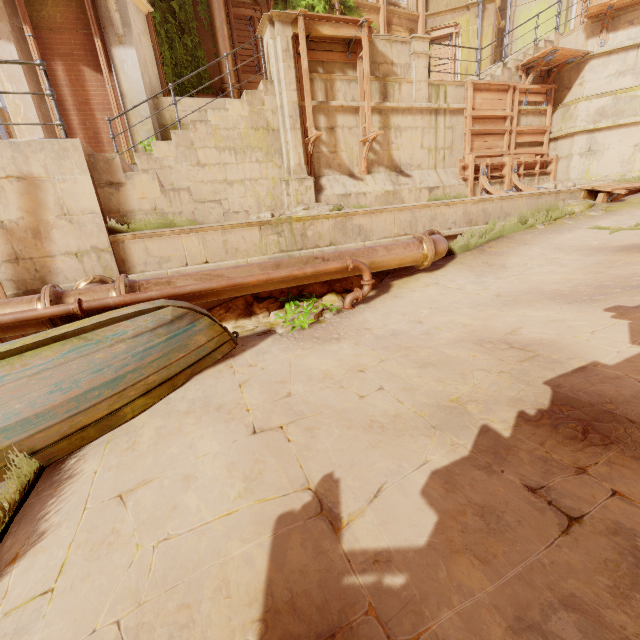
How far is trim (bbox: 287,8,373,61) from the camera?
7.8m

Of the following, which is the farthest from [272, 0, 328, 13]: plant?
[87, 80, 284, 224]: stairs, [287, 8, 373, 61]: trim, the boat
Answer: the boat

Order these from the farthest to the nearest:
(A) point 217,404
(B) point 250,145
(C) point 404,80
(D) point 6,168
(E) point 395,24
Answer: (E) point 395,24, (C) point 404,80, (B) point 250,145, (D) point 6,168, (A) point 217,404

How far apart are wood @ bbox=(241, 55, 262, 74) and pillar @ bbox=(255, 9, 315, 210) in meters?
4.4 m

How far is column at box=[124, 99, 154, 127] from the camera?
9.0 meters

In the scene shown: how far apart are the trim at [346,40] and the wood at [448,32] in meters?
8.5

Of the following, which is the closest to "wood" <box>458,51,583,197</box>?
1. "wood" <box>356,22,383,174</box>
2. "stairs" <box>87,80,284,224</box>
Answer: "wood" <box>356,22,383,174</box>

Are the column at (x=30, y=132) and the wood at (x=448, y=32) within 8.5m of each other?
no
